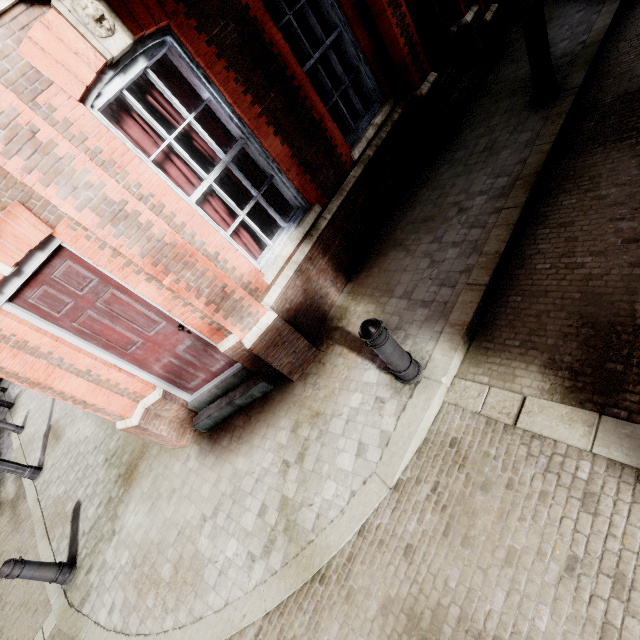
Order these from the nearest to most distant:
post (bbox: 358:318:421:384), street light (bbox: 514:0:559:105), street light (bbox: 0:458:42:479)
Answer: post (bbox: 358:318:421:384), street light (bbox: 514:0:559:105), street light (bbox: 0:458:42:479)

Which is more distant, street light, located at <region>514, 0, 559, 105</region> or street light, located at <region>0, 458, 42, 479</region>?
street light, located at <region>0, 458, 42, 479</region>

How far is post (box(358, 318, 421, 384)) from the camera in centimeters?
297cm

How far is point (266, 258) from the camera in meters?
4.4 m

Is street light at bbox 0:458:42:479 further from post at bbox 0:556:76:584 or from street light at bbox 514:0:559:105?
street light at bbox 514:0:559:105

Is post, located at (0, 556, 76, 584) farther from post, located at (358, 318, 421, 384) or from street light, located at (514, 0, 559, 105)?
street light, located at (514, 0, 559, 105)

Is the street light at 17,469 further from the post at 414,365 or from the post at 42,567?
the post at 414,365

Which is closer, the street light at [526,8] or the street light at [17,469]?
the street light at [526,8]
